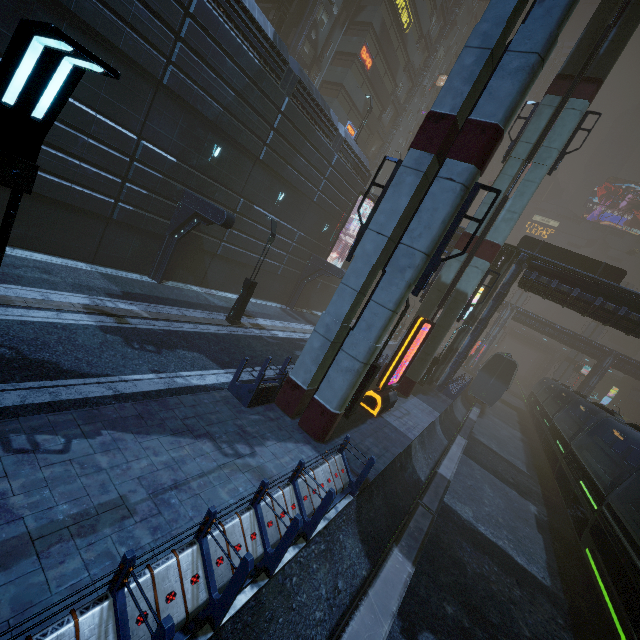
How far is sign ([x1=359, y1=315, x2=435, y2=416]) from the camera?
13.7m

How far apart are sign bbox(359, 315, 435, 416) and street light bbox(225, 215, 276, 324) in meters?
7.5 m

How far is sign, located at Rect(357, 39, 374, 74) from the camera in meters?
32.0 m

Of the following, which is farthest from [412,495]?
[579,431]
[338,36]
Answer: [338,36]

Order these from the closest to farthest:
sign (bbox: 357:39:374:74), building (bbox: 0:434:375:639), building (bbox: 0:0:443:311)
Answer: building (bbox: 0:434:375:639)
building (bbox: 0:0:443:311)
sign (bbox: 357:39:374:74)

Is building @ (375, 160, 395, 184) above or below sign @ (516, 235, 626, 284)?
above

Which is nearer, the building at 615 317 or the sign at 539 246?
the building at 615 317

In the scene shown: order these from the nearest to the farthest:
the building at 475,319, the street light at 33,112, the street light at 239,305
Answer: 1. the street light at 33,112
2. the street light at 239,305
3. the building at 475,319
